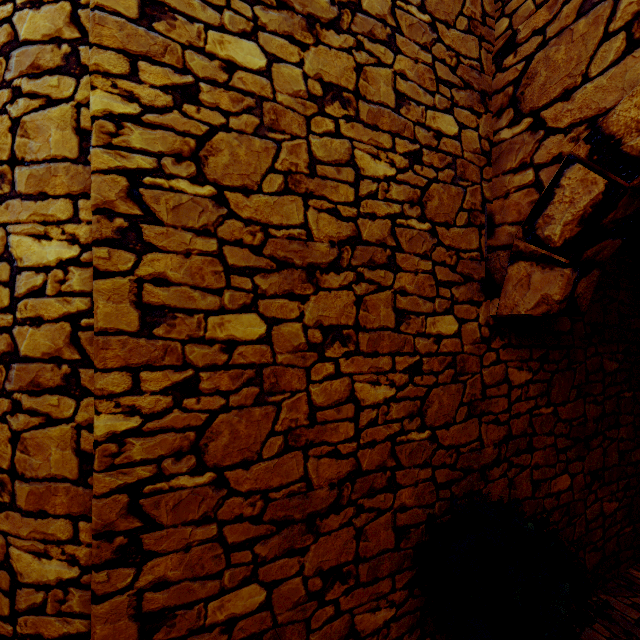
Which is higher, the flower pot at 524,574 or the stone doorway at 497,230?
the stone doorway at 497,230

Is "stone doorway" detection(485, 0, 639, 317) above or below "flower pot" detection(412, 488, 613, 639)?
above

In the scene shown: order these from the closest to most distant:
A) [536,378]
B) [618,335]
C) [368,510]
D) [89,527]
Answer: [89,527] < [368,510] < [536,378] < [618,335]
